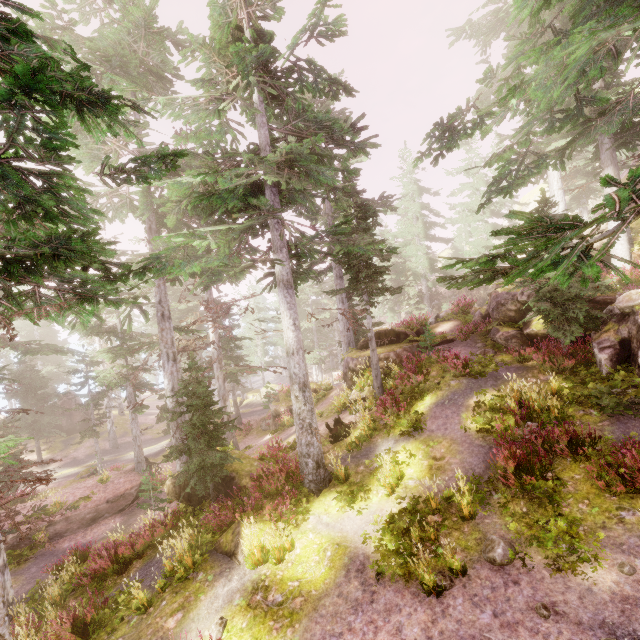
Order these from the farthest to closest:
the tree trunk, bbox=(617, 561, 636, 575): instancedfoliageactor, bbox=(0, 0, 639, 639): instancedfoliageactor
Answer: the tree trunk, bbox=(617, 561, 636, 575): instancedfoliageactor, bbox=(0, 0, 639, 639): instancedfoliageactor

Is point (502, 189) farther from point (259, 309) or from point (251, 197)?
point (259, 309)

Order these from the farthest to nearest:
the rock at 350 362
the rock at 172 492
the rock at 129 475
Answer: the rock at 350 362
the rock at 129 475
the rock at 172 492

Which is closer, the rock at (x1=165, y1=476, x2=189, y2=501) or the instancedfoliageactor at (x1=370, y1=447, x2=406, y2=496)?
the instancedfoliageactor at (x1=370, y1=447, x2=406, y2=496)

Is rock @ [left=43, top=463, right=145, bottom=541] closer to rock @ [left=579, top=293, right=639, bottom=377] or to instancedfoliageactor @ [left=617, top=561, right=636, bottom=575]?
instancedfoliageactor @ [left=617, top=561, right=636, bottom=575]

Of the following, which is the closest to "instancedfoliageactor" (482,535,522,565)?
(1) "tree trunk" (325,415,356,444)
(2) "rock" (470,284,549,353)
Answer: (2) "rock" (470,284,549,353)

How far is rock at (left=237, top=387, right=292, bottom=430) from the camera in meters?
22.9 m

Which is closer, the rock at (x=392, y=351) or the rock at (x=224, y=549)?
the rock at (x=224, y=549)
